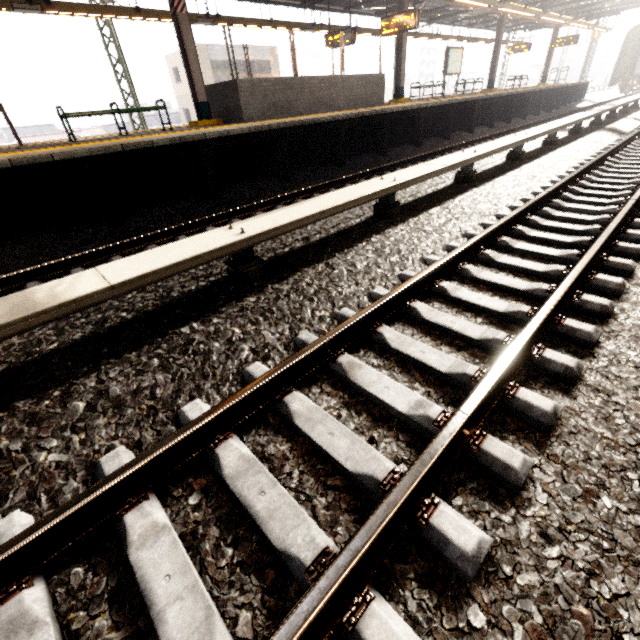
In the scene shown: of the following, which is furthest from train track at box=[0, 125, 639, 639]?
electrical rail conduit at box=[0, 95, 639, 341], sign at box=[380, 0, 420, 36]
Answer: sign at box=[380, 0, 420, 36]

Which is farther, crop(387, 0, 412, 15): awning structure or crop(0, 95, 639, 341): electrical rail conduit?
crop(387, 0, 412, 15): awning structure

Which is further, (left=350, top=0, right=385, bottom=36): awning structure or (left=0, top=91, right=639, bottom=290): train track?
(left=350, top=0, right=385, bottom=36): awning structure

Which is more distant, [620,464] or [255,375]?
[255,375]

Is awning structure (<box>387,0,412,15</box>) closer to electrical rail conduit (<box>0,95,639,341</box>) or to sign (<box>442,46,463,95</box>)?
sign (<box>442,46,463,95</box>)

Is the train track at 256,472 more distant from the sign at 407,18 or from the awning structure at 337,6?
the sign at 407,18

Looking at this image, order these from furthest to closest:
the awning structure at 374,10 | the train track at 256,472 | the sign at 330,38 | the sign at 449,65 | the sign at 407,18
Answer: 1. the sign at 449,65
2. the awning structure at 374,10
3. the sign at 330,38
4. the sign at 407,18
5. the train track at 256,472

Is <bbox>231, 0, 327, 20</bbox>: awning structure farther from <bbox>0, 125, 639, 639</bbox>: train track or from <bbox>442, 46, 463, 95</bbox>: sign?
<bbox>0, 125, 639, 639</bbox>: train track
